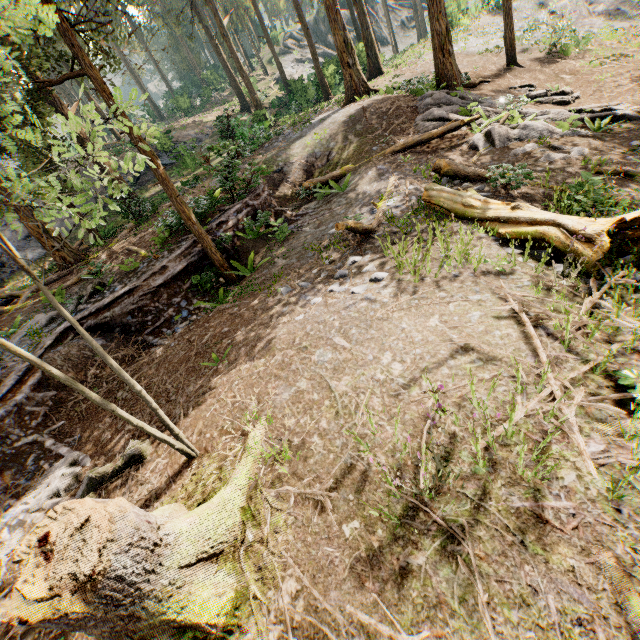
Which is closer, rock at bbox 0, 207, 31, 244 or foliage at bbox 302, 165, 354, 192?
foliage at bbox 302, 165, 354, 192

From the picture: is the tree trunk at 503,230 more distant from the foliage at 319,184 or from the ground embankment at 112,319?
the foliage at 319,184

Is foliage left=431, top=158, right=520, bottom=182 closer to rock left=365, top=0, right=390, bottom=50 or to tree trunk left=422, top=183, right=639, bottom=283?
tree trunk left=422, top=183, right=639, bottom=283

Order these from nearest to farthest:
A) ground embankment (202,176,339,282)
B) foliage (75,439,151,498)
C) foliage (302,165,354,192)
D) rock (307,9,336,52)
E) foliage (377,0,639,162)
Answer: foliage (75,439,151,498)
ground embankment (202,176,339,282)
foliage (377,0,639,162)
foliage (302,165,354,192)
rock (307,9,336,52)

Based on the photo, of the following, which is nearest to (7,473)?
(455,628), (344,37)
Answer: (455,628)

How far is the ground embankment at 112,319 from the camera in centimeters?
973cm

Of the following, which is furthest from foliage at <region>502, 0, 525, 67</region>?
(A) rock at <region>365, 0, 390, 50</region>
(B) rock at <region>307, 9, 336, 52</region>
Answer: (A) rock at <region>365, 0, 390, 50</region>

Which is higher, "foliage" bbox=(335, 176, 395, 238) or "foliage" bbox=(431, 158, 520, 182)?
"foliage" bbox=(335, 176, 395, 238)
